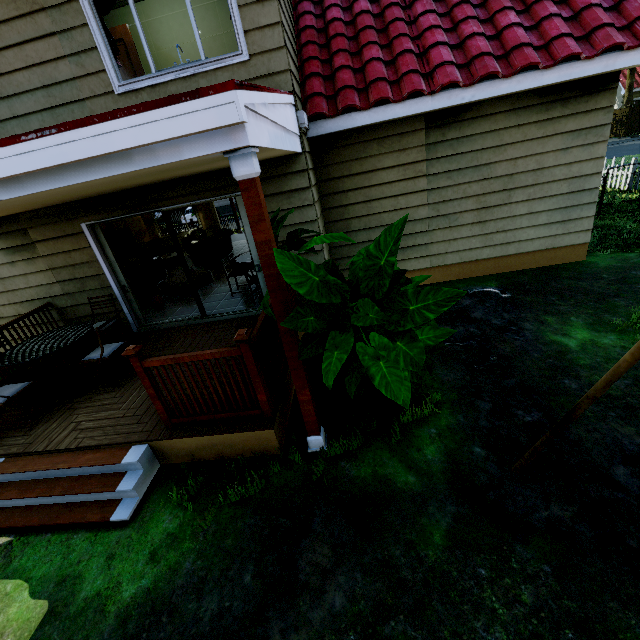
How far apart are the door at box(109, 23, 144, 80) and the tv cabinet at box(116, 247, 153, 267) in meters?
5.5 m

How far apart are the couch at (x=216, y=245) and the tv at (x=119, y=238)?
2.8m

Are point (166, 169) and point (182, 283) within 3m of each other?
no

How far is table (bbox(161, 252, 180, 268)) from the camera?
11.02m

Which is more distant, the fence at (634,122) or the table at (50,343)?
the fence at (634,122)

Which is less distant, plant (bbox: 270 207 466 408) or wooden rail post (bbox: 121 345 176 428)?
plant (bbox: 270 207 466 408)

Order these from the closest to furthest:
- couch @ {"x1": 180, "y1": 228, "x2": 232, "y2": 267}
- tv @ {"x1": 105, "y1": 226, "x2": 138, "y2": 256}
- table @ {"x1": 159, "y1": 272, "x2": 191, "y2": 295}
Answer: table @ {"x1": 159, "y1": 272, "x2": 191, "y2": 295} < couch @ {"x1": 180, "y1": 228, "x2": 232, "y2": 267} < tv @ {"x1": 105, "y1": 226, "x2": 138, "y2": 256}

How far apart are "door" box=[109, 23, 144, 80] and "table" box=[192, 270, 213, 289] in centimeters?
337cm
